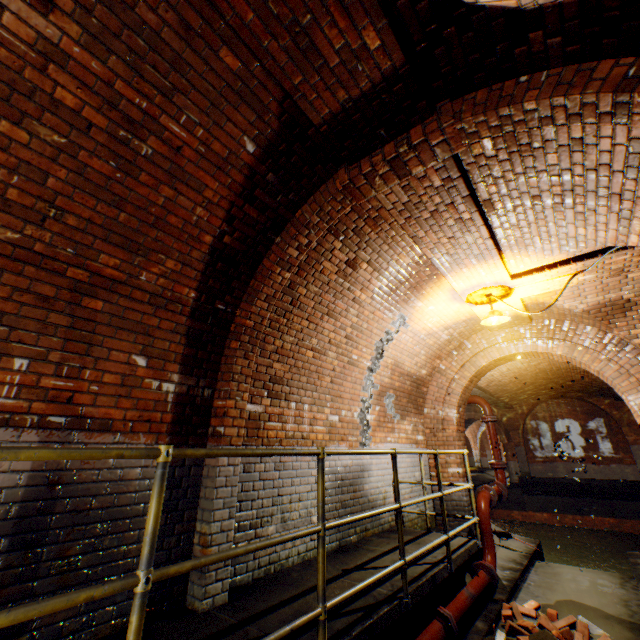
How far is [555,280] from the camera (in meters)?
5.14

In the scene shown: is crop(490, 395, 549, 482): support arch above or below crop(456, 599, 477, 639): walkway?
above

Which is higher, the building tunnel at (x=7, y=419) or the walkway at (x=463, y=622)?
the building tunnel at (x=7, y=419)

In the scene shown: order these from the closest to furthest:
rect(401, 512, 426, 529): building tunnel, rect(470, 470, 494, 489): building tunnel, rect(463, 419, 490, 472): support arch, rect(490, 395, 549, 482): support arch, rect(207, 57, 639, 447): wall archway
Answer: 1. rect(207, 57, 639, 447): wall archway
2. rect(401, 512, 426, 529): building tunnel
3. rect(490, 395, 549, 482): support arch
4. rect(470, 470, 494, 489): building tunnel
5. rect(463, 419, 490, 472): support arch

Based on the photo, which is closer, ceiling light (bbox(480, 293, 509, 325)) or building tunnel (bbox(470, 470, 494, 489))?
ceiling light (bbox(480, 293, 509, 325))

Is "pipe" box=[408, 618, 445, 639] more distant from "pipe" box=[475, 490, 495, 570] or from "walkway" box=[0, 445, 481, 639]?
"pipe" box=[475, 490, 495, 570]

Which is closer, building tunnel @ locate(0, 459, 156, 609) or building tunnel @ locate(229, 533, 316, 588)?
building tunnel @ locate(0, 459, 156, 609)

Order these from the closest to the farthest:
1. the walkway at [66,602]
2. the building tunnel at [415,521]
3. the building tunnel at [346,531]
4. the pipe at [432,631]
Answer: the walkway at [66,602] < the pipe at [432,631] < the building tunnel at [346,531] < the building tunnel at [415,521]
